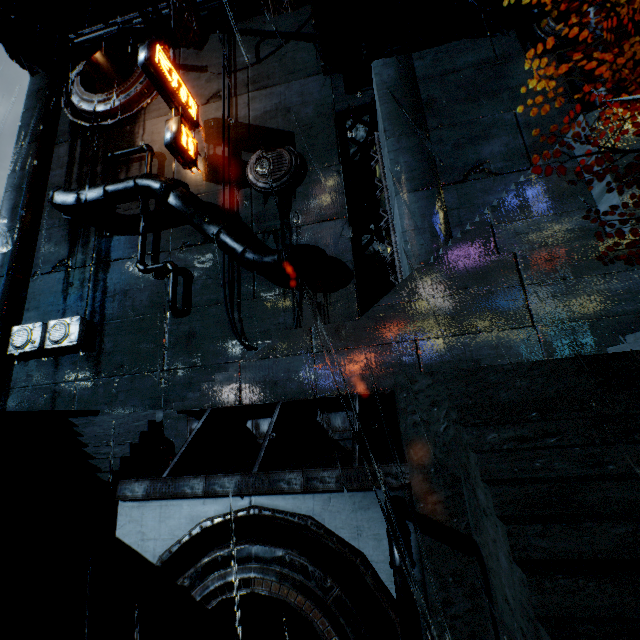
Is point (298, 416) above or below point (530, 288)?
below

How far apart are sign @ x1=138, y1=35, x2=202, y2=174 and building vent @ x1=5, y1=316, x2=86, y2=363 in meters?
11.4

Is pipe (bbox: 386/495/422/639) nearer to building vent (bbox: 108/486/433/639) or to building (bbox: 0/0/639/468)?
building vent (bbox: 108/486/433/639)

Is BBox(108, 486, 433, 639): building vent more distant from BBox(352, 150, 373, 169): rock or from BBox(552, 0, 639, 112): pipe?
BBox(352, 150, 373, 169): rock

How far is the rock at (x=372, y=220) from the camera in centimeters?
2817cm

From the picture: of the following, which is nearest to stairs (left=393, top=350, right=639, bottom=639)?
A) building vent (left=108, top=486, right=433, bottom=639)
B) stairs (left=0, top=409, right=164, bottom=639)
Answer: building vent (left=108, top=486, right=433, bottom=639)

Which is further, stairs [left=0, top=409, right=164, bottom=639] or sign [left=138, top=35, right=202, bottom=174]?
sign [left=138, top=35, right=202, bottom=174]
